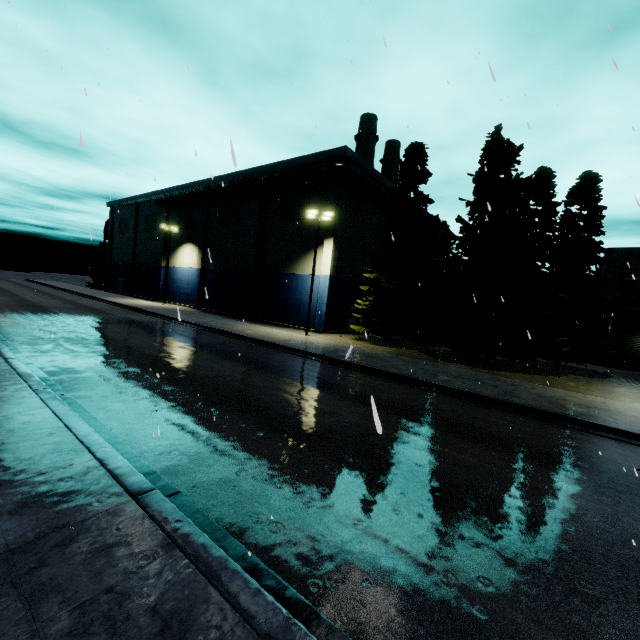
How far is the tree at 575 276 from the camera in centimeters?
2045cm

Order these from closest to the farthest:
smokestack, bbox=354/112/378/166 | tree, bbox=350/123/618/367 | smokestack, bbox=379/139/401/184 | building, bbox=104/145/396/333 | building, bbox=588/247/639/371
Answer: tree, bbox=350/123/618/367 < building, bbox=588/247/639/371 < building, bbox=104/145/396/333 < smokestack, bbox=354/112/378/166 < smokestack, bbox=379/139/401/184

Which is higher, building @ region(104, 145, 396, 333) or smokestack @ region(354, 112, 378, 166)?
smokestack @ region(354, 112, 378, 166)

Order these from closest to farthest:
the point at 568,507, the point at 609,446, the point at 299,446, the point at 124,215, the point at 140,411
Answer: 1. the point at 568,507
2. the point at 299,446
3. the point at 140,411
4. the point at 609,446
5. the point at 124,215

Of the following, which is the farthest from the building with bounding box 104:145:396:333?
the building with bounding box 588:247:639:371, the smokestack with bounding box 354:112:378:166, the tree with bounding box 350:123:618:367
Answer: the smokestack with bounding box 354:112:378:166

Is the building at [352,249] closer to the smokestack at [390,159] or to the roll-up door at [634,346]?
the smokestack at [390,159]

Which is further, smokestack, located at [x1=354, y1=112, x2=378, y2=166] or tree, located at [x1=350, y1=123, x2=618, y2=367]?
smokestack, located at [x1=354, y1=112, x2=378, y2=166]

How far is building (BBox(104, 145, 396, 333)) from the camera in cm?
2917
